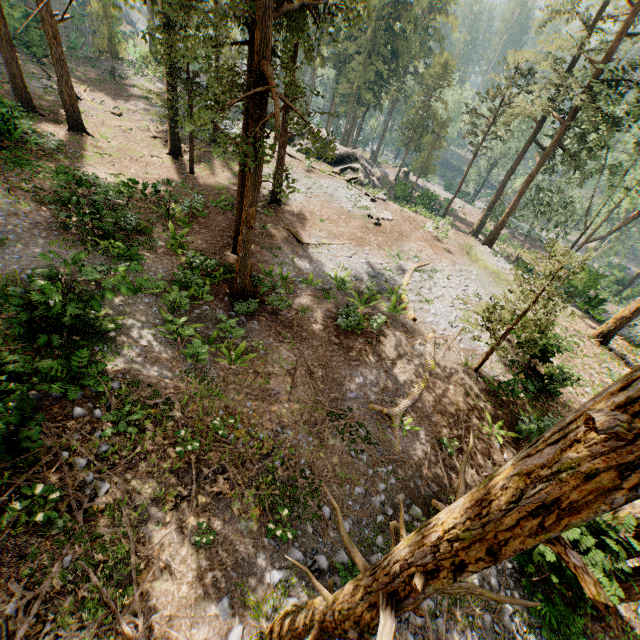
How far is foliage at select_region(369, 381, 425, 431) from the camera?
12.20m

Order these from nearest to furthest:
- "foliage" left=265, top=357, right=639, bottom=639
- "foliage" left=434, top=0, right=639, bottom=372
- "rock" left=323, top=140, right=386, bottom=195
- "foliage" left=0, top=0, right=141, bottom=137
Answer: "foliage" left=265, top=357, right=639, bottom=639 → "foliage" left=434, top=0, right=639, bottom=372 → "foliage" left=0, top=0, right=141, bottom=137 → "rock" left=323, top=140, right=386, bottom=195

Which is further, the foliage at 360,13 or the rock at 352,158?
the rock at 352,158

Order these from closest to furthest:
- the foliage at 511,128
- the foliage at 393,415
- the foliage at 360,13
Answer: the foliage at 360,13 < the foliage at 393,415 < the foliage at 511,128

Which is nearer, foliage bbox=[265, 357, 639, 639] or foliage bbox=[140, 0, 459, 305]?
foliage bbox=[265, 357, 639, 639]

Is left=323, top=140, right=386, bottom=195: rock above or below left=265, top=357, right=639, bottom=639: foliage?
below

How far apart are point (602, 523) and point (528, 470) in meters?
9.9

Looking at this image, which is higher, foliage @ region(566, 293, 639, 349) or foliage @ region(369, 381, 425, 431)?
foliage @ region(566, 293, 639, 349)
